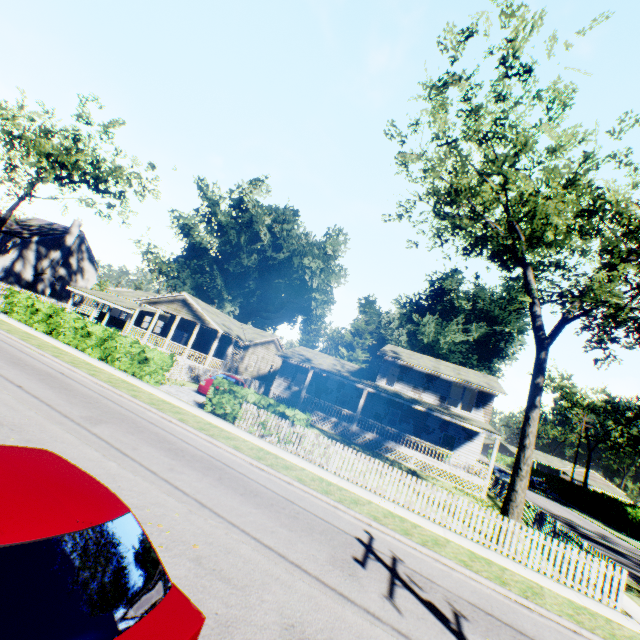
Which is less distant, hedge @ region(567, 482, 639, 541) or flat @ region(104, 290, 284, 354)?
flat @ region(104, 290, 284, 354)

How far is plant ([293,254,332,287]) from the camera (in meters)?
56.69

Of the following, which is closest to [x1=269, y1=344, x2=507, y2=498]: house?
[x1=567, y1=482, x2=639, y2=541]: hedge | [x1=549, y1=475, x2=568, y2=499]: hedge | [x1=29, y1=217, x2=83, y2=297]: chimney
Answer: [x1=567, y1=482, x2=639, y2=541]: hedge

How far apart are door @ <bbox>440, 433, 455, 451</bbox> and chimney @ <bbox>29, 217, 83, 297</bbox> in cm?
5142

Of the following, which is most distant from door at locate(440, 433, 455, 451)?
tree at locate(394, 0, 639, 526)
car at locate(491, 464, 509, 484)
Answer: tree at locate(394, 0, 639, 526)

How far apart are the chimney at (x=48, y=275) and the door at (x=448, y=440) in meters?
51.4

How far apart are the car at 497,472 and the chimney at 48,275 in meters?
60.5

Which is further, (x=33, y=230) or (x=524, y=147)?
(x=33, y=230)
